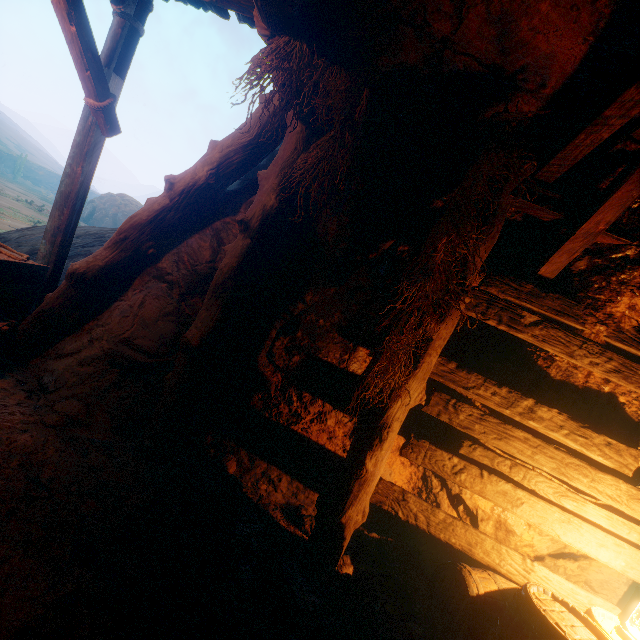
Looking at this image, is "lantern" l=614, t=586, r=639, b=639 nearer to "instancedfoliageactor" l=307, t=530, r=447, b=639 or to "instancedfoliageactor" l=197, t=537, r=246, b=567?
"instancedfoliageactor" l=307, t=530, r=447, b=639

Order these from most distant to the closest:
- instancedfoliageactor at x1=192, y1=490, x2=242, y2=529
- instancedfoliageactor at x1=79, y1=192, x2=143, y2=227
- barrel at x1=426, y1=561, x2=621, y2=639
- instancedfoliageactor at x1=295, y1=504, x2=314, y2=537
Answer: instancedfoliageactor at x1=79, y1=192, x2=143, y2=227 < instancedfoliageactor at x1=295, y1=504, x2=314, y2=537 < instancedfoliageactor at x1=192, y1=490, x2=242, y2=529 < barrel at x1=426, y1=561, x2=621, y2=639

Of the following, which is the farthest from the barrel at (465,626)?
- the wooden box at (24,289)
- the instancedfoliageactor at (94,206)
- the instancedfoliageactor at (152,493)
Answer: the instancedfoliageactor at (94,206)

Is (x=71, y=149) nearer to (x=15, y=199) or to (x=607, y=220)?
(x=607, y=220)

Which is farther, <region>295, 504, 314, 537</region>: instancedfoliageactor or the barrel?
<region>295, 504, 314, 537</region>: instancedfoliageactor

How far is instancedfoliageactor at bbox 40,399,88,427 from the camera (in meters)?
2.95

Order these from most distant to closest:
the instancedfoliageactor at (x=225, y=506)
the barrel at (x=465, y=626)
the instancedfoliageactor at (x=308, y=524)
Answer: the instancedfoliageactor at (x=308, y=524), the instancedfoliageactor at (x=225, y=506), the barrel at (x=465, y=626)

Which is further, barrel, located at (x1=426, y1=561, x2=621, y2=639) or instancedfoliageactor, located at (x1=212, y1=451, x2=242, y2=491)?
instancedfoliageactor, located at (x1=212, y1=451, x2=242, y2=491)
